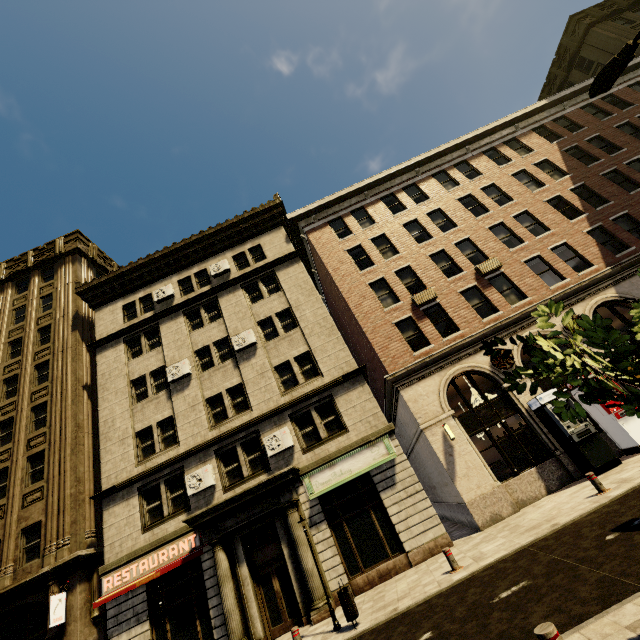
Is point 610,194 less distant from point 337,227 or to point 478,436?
point 337,227

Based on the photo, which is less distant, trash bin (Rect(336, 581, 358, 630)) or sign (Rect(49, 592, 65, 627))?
trash bin (Rect(336, 581, 358, 630))

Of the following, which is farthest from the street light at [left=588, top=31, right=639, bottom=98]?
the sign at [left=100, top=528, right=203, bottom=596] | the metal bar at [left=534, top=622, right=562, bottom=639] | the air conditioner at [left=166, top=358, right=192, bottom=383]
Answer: the sign at [left=100, top=528, right=203, bottom=596]

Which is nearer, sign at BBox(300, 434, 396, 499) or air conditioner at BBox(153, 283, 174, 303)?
sign at BBox(300, 434, 396, 499)

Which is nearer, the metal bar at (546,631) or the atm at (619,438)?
the metal bar at (546,631)

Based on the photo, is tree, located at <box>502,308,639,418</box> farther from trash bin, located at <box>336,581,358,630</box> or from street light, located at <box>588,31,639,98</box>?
trash bin, located at <box>336,581,358,630</box>

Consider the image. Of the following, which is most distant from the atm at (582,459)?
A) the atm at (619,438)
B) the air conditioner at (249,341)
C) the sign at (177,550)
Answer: the sign at (177,550)

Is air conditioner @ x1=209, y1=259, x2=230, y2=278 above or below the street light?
above
